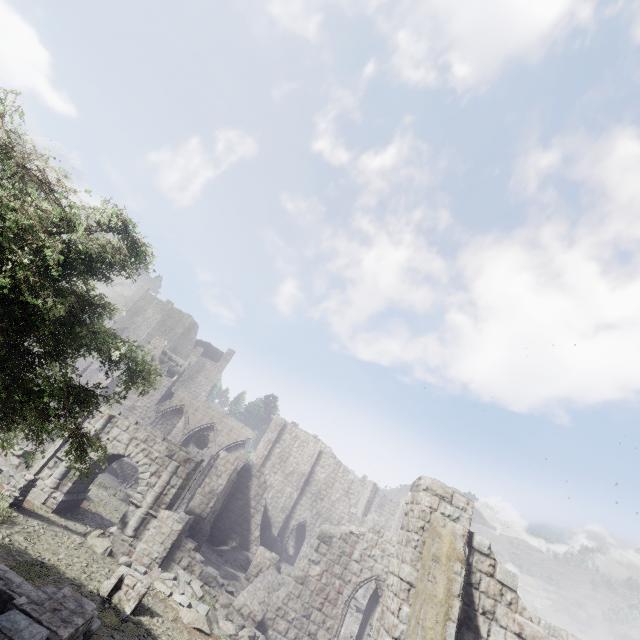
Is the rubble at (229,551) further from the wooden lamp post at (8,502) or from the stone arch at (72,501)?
the wooden lamp post at (8,502)

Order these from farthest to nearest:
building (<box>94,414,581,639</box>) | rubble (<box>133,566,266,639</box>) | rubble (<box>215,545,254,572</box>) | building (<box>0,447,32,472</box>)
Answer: rubble (<box>215,545,254,572</box>), building (<box>0,447,32,472</box>), rubble (<box>133,566,266,639</box>), building (<box>94,414,581,639</box>)

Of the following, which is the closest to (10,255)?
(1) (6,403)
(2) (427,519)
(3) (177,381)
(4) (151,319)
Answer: (1) (6,403)

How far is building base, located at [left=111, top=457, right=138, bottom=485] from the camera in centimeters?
2638cm

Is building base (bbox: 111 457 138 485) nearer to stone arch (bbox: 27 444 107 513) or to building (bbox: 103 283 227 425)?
stone arch (bbox: 27 444 107 513)

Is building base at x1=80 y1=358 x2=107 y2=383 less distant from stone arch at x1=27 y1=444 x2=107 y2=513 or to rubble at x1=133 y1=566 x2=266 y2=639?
stone arch at x1=27 y1=444 x2=107 y2=513

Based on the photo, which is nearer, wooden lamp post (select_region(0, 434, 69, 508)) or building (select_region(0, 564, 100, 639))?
building (select_region(0, 564, 100, 639))

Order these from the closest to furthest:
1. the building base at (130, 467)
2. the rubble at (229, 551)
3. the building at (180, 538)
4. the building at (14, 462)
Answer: the building at (180, 538) → the building at (14, 462) → the rubble at (229, 551) → the building base at (130, 467)
